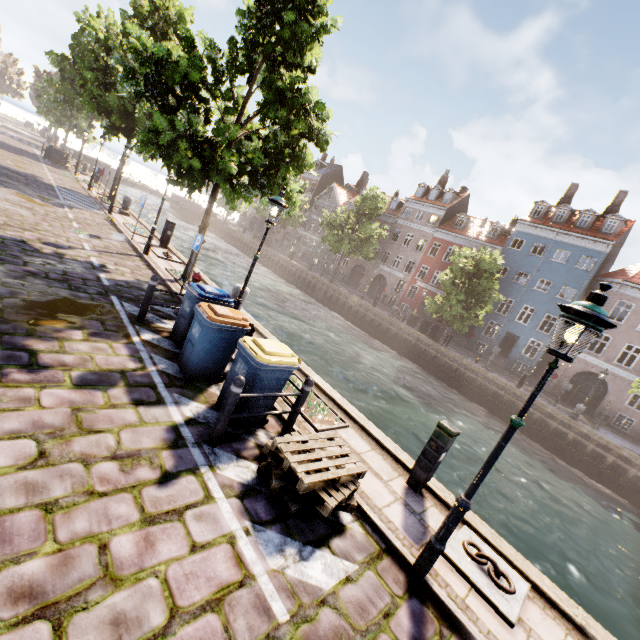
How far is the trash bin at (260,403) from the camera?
5.0 meters

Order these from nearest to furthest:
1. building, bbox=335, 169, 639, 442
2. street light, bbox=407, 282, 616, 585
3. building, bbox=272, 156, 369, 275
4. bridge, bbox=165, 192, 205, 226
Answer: street light, bbox=407, 282, 616, 585 → building, bbox=335, 169, 639, 442 → building, bbox=272, 156, 369, 275 → bridge, bbox=165, 192, 205, 226

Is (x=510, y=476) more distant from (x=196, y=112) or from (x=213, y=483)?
(x=196, y=112)

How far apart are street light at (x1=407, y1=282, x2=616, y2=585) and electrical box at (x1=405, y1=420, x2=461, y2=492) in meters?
1.4 m

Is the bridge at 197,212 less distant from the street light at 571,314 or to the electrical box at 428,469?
the electrical box at 428,469

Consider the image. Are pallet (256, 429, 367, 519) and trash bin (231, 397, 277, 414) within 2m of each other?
yes

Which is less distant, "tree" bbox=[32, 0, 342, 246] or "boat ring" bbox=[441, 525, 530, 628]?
"boat ring" bbox=[441, 525, 530, 628]

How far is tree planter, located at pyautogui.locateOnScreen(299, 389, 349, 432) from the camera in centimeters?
605cm
